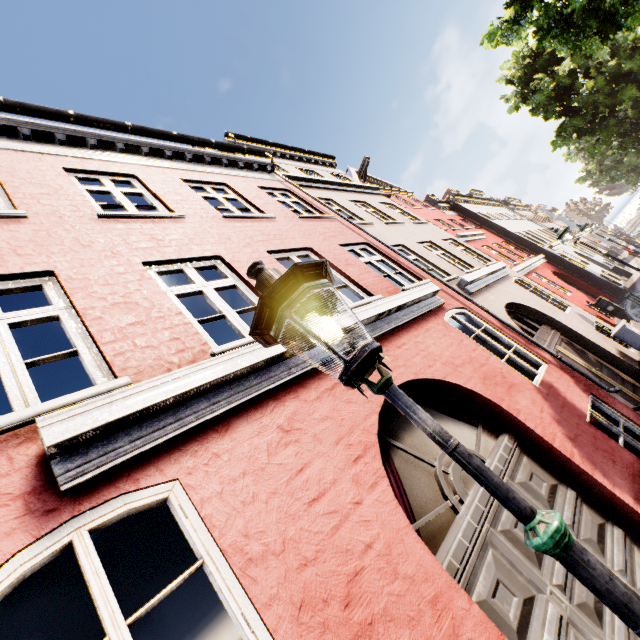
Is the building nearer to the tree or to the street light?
the street light

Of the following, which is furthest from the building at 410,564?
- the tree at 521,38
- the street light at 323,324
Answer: the tree at 521,38

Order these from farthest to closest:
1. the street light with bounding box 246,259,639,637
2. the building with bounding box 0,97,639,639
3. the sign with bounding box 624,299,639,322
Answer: the sign with bounding box 624,299,639,322 → the building with bounding box 0,97,639,639 → the street light with bounding box 246,259,639,637

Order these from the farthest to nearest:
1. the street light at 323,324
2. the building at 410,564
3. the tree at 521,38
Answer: the tree at 521,38 → the building at 410,564 → the street light at 323,324

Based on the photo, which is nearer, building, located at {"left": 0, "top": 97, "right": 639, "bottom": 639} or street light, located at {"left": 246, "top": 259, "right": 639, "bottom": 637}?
street light, located at {"left": 246, "top": 259, "right": 639, "bottom": 637}

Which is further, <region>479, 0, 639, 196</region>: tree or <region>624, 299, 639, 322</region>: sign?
<region>479, 0, 639, 196</region>: tree

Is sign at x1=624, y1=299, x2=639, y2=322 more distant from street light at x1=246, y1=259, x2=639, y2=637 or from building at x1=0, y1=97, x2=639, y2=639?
street light at x1=246, y1=259, x2=639, y2=637

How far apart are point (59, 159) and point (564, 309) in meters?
13.0 m
